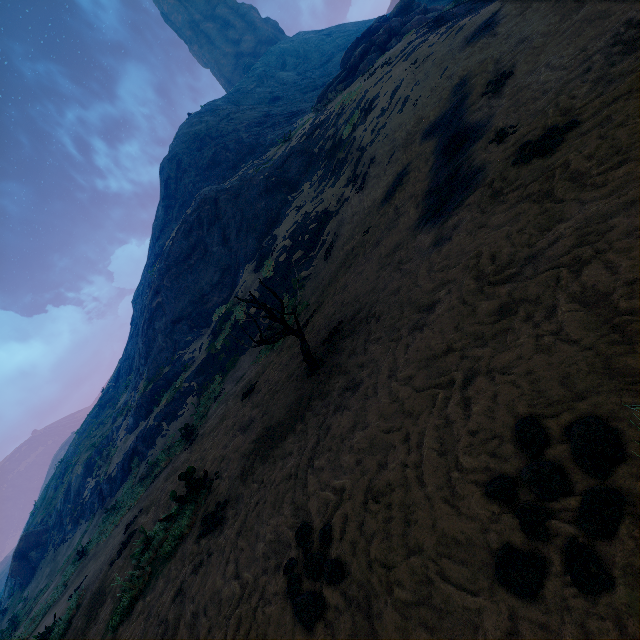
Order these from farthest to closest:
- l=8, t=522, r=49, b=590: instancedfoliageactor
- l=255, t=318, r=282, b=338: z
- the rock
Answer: l=8, t=522, r=49, b=590: instancedfoliageactor
the rock
l=255, t=318, r=282, b=338: z

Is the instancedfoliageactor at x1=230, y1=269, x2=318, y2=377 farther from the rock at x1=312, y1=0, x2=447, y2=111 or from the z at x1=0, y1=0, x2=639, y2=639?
the rock at x1=312, y1=0, x2=447, y2=111

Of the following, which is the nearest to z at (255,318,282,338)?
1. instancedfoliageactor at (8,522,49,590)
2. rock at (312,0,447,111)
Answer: instancedfoliageactor at (8,522,49,590)

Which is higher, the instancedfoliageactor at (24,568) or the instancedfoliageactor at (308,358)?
the instancedfoliageactor at (24,568)

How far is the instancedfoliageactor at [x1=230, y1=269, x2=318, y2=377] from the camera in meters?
5.5 m

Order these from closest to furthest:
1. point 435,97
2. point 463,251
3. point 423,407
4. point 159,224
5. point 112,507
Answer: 1. point 423,407
2. point 463,251
3. point 435,97
4. point 112,507
5. point 159,224

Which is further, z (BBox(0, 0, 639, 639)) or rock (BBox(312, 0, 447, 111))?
rock (BBox(312, 0, 447, 111))

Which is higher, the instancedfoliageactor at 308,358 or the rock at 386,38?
the rock at 386,38
